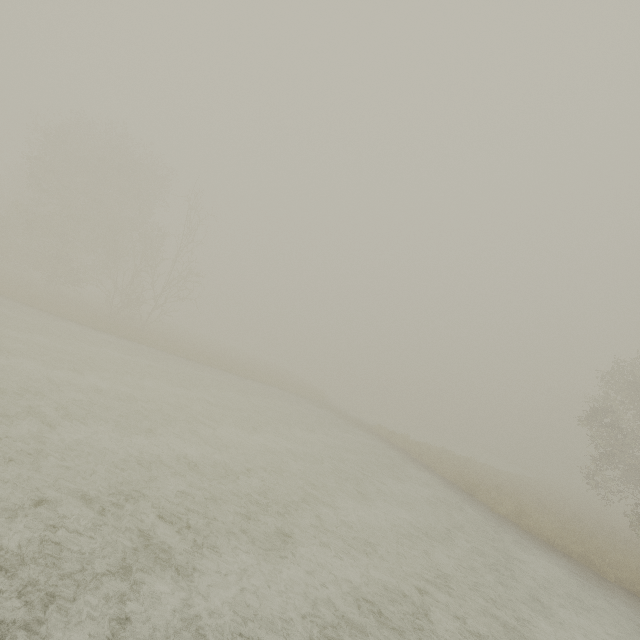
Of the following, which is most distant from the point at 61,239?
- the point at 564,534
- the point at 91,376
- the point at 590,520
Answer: the point at 590,520
